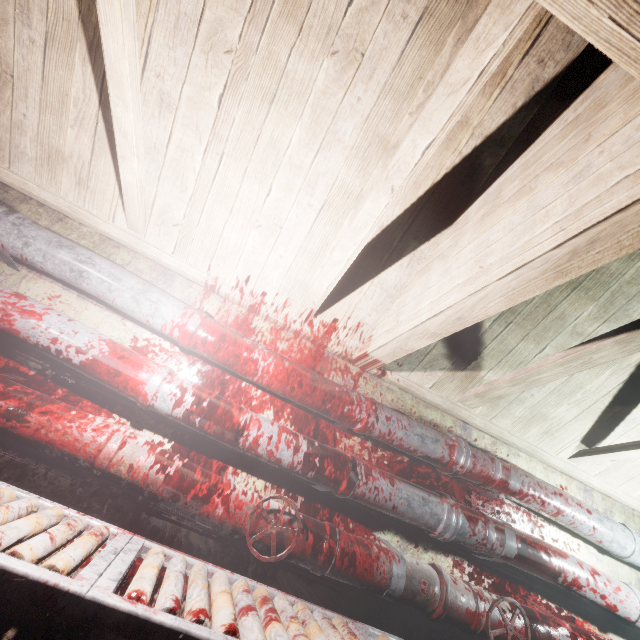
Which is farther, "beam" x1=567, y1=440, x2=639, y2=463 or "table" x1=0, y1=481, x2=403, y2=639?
"beam" x1=567, y1=440, x2=639, y2=463

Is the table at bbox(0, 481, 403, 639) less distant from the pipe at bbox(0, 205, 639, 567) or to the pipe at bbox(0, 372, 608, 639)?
the pipe at bbox(0, 372, 608, 639)

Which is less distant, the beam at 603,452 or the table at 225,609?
the table at 225,609

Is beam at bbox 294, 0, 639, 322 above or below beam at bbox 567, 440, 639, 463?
above

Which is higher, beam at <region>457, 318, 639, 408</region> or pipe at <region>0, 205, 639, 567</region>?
beam at <region>457, 318, 639, 408</region>

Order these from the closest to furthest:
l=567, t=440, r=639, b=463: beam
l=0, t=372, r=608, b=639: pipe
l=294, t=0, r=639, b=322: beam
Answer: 1. l=294, t=0, r=639, b=322: beam
2. l=0, t=372, r=608, b=639: pipe
3. l=567, t=440, r=639, b=463: beam

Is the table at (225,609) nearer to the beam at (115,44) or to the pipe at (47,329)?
the pipe at (47,329)

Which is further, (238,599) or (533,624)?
(533,624)
